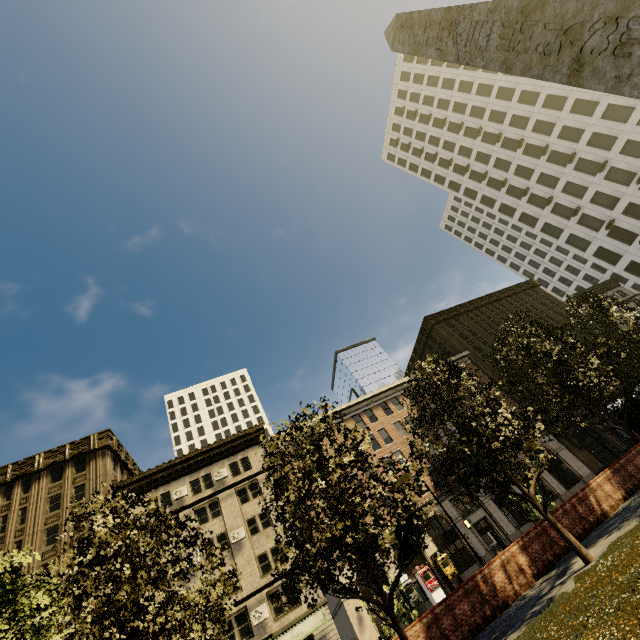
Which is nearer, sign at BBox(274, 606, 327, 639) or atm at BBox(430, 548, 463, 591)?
sign at BBox(274, 606, 327, 639)

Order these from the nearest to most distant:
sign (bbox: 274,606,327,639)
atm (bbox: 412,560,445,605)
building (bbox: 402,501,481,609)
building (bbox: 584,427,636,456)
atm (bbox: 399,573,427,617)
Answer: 1. sign (bbox: 274,606,327,639)
2. atm (bbox: 399,573,427,617)
3. atm (bbox: 412,560,445,605)
4. building (bbox: 402,501,481,609)
5. building (bbox: 584,427,636,456)

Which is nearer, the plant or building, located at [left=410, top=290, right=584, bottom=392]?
the plant

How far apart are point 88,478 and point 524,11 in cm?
4421

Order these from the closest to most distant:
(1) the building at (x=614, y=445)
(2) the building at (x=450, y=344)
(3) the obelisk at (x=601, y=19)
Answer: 1. (3) the obelisk at (x=601, y=19)
2. (1) the building at (x=614, y=445)
3. (2) the building at (x=450, y=344)

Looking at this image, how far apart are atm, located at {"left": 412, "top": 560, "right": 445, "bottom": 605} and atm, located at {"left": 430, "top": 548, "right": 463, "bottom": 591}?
0.90m

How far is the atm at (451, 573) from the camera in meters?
26.6

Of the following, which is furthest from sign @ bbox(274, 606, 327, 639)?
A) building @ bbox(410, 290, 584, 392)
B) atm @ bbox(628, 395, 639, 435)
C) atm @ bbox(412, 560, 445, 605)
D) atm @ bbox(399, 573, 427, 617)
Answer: atm @ bbox(628, 395, 639, 435)
